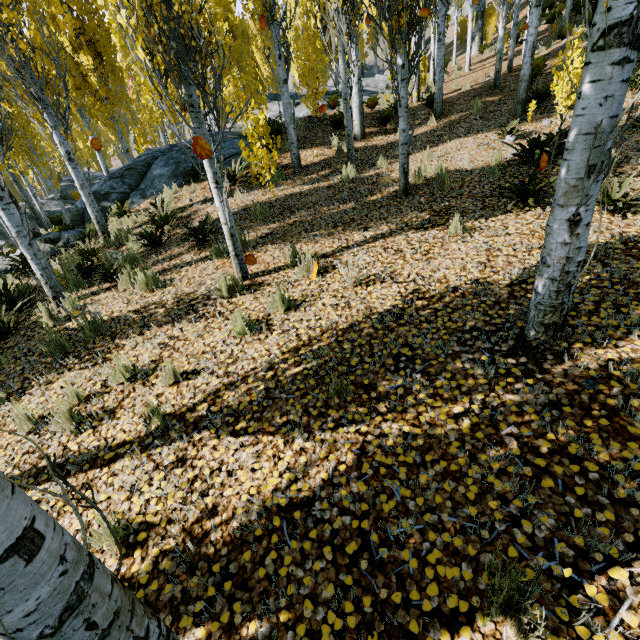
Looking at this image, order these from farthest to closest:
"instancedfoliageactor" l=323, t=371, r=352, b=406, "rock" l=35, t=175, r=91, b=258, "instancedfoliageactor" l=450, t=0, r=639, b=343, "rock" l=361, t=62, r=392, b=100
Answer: → "rock" l=361, t=62, r=392, b=100 → "rock" l=35, t=175, r=91, b=258 → "instancedfoliageactor" l=323, t=371, r=352, b=406 → "instancedfoliageactor" l=450, t=0, r=639, b=343

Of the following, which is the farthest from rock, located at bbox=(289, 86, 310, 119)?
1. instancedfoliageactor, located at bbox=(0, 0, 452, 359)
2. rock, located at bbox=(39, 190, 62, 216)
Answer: rock, located at bbox=(39, 190, 62, 216)

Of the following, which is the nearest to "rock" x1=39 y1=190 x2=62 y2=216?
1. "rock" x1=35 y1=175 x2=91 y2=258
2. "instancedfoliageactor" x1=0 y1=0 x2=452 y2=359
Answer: "instancedfoliageactor" x1=0 y1=0 x2=452 y2=359

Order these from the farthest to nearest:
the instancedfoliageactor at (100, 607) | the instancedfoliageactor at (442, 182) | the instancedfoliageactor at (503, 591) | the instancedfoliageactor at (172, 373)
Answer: Result: the instancedfoliageactor at (442, 182) → the instancedfoliageactor at (172, 373) → the instancedfoliageactor at (503, 591) → the instancedfoliageactor at (100, 607)

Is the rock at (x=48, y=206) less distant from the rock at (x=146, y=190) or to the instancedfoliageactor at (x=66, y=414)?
the instancedfoliageactor at (x=66, y=414)

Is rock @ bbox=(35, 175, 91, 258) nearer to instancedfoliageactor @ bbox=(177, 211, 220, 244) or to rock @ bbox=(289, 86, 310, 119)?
instancedfoliageactor @ bbox=(177, 211, 220, 244)

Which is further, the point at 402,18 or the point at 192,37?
the point at 192,37

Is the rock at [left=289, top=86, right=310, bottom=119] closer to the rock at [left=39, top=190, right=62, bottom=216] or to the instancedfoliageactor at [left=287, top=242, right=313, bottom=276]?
the instancedfoliageactor at [left=287, top=242, right=313, bottom=276]
